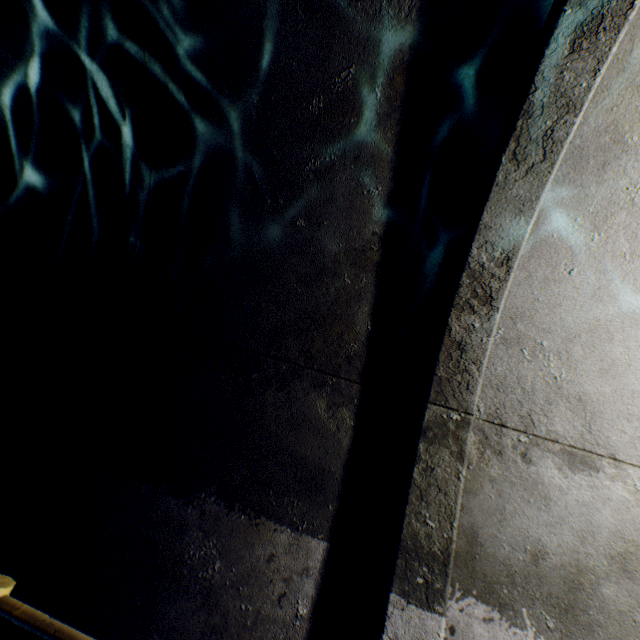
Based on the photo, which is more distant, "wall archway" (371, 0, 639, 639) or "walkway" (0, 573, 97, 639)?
"wall archway" (371, 0, 639, 639)

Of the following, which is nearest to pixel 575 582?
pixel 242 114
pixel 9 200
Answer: pixel 242 114

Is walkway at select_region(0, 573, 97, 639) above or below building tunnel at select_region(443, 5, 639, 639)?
below

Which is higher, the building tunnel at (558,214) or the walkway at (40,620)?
the building tunnel at (558,214)

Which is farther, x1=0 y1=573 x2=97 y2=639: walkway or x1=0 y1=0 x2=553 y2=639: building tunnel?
x1=0 y1=0 x2=553 y2=639: building tunnel

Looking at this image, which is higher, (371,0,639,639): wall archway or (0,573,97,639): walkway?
(371,0,639,639): wall archway

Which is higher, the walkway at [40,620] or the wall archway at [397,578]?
the wall archway at [397,578]
